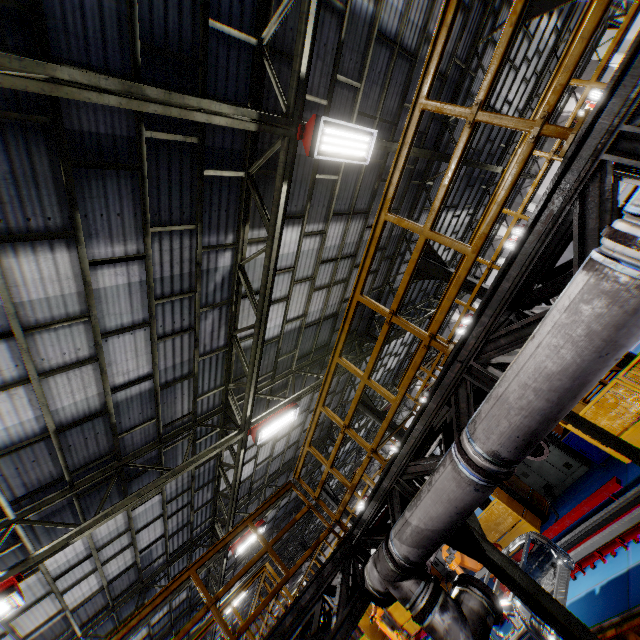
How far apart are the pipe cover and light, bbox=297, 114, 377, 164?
6.37m

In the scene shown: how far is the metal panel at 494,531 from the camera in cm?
1120

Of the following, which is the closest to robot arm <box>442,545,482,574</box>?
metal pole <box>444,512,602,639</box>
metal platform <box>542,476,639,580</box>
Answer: metal platform <box>542,476,639,580</box>

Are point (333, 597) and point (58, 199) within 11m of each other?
yes

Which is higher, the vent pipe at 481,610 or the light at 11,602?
the light at 11,602

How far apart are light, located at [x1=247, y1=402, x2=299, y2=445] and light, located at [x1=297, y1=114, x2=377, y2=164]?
7.0 meters

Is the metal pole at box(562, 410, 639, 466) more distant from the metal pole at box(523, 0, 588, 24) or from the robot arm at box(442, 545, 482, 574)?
the metal pole at box(523, 0, 588, 24)

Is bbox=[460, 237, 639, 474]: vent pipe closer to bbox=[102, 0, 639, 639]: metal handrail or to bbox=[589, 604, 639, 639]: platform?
bbox=[102, 0, 639, 639]: metal handrail
